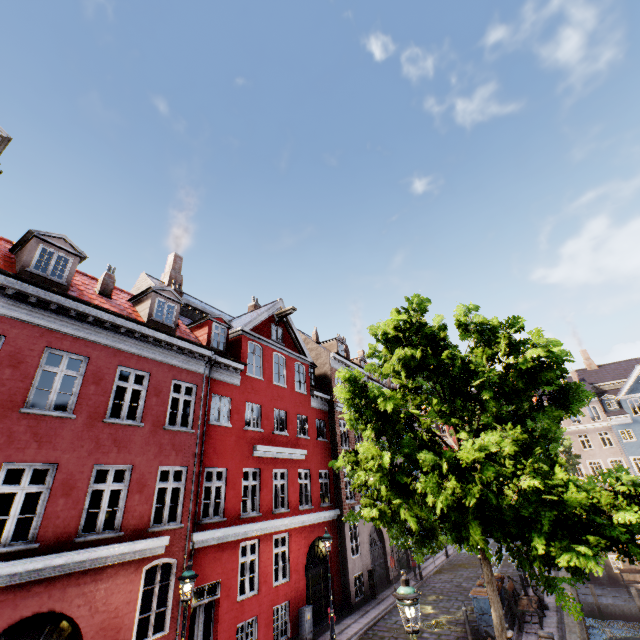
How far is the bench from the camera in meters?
12.6 m

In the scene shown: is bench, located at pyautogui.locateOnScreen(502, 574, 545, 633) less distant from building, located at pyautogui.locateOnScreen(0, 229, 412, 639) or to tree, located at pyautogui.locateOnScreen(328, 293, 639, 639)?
tree, located at pyautogui.locateOnScreen(328, 293, 639, 639)

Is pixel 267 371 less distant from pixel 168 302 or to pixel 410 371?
pixel 168 302

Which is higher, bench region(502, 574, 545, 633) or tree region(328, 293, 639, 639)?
tree region(328, 293, 639, 639)

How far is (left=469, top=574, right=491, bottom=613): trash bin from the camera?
12.8m

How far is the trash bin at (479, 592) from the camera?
12.82m

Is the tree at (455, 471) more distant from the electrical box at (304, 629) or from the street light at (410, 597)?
the electrical box at (304, 629)

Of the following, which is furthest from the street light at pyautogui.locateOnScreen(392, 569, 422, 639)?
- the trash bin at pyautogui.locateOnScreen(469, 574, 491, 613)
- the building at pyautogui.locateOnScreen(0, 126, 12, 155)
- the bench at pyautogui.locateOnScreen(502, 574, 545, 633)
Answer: the bench at pyautogui.locateOnScreen(502, 574, 545, 633)
